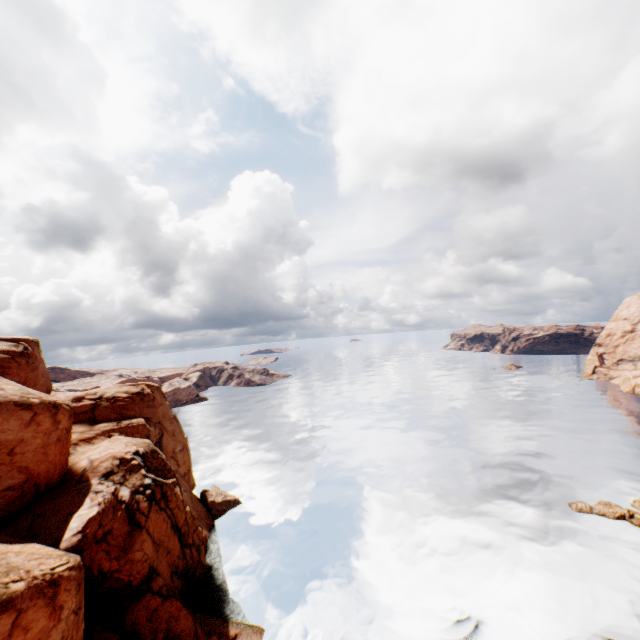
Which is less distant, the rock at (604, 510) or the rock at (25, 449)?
the rock at (25, 449)

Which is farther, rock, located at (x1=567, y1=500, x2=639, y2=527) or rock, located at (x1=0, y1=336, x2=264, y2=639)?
rock, located at (x1=567, y1=500, x2=639, y2=527)

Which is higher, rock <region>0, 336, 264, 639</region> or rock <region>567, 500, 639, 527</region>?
rock <region>0, 336, 264, 639</region>

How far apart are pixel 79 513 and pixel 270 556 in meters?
22.5

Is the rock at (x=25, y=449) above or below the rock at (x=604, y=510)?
above
